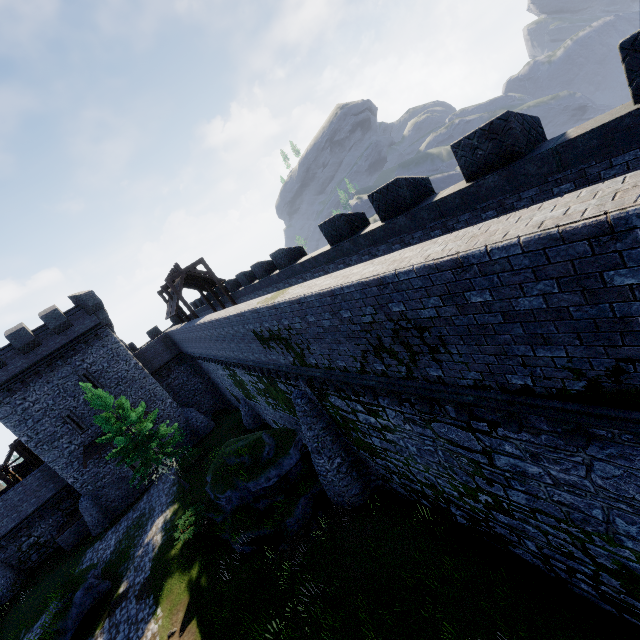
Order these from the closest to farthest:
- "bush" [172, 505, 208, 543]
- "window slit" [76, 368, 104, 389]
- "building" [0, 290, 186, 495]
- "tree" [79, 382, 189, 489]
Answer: "bush" [172, 505, 208, 543]
"tree" [79, 382, 189, 489]
"building" [0, 290, 186, 495]
"window slit" [76, 368, 104, 389]

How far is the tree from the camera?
21.2m

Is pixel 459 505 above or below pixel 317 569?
above

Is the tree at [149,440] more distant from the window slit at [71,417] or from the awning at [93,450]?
the window slit at [71,417]

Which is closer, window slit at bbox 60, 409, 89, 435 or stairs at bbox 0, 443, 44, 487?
window slit at bbox 60, 409, 89, 435

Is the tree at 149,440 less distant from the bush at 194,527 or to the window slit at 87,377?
the bush at 194,527

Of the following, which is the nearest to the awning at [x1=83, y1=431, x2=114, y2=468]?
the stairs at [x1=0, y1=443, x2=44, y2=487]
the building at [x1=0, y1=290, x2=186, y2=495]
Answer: the building at [x1=0, y1=290, x2=186, y2=495]

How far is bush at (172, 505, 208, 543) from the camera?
18.3 meters
